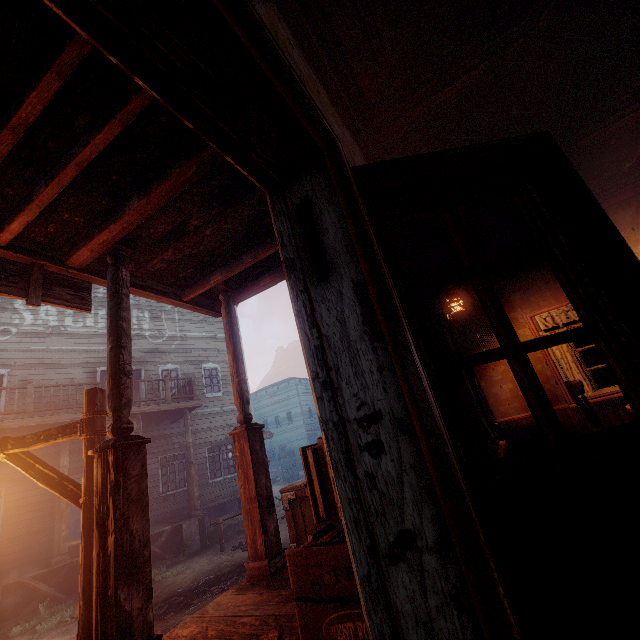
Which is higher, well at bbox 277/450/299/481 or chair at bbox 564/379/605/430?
chair at bbox 564/379/605/430

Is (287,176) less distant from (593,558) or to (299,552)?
(593,558)

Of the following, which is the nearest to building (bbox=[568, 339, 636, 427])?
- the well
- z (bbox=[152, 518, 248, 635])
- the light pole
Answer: z (bbox=[152, 518, 248, 635])

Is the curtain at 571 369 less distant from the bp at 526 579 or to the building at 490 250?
the building at 490 250

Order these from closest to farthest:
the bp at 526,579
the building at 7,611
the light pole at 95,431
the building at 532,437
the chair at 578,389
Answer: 1. the bp at 526,579
2. the building at 532,437
3. the light pole at 95,431
4. the chair at 578,389
5. the building at 7,611

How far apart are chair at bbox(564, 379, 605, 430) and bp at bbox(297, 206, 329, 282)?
3.9 meters

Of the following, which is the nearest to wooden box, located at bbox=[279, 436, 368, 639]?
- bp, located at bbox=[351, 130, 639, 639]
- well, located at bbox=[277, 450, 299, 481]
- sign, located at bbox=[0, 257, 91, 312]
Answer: bp, located at bbox=[351, 130, 639, 639]

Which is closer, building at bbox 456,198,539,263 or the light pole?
the light pole
